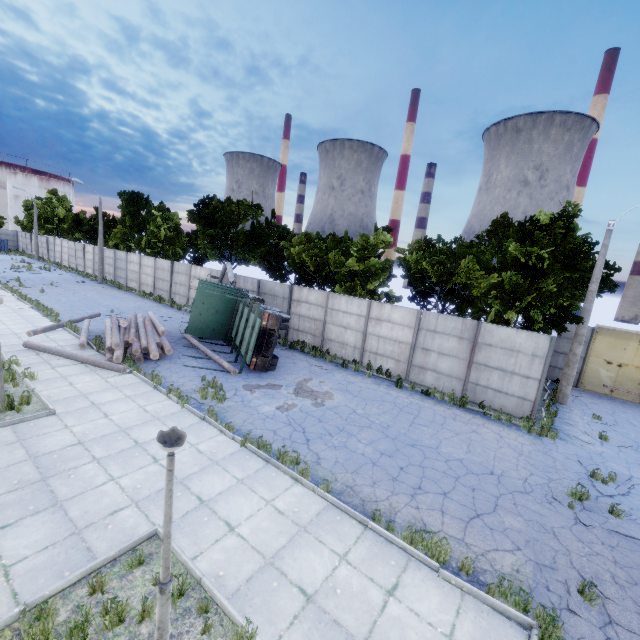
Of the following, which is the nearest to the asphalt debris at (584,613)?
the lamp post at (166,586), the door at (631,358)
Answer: the lamp post at (166,586)

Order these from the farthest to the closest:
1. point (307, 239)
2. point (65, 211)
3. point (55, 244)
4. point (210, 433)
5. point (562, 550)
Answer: point (65, 211), point (55, 244), point (307, 239), point (210, 433), point (562, 550)

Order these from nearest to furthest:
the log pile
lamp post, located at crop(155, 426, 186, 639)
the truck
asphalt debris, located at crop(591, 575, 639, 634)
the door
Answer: lamp post, located at crop(155, 426, 186, 639) < asphalt debris, located at crop(591, 575, 639, 634) < the log pile < the truck < the door

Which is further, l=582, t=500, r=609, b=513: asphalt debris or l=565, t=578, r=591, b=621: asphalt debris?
l=582, t=500, r=609, b=513: asphalt debris

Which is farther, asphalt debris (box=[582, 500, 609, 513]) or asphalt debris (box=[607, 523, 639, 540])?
asphalt debris (box=[582, 500, 609, 513])

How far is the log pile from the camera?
13.76m

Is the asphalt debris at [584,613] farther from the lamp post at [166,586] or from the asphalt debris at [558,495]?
the lamp post at [166,586]

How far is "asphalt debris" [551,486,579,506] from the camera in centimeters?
860cm
